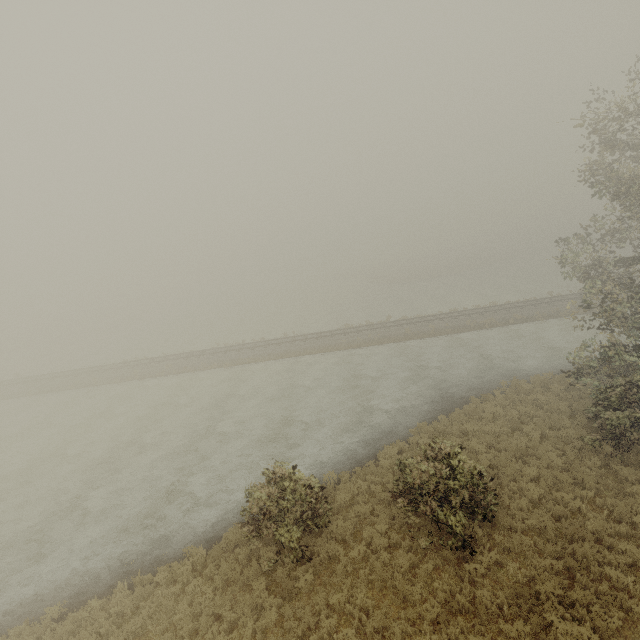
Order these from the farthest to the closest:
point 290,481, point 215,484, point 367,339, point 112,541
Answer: point 367,339 → point 215,484 → point 112,541 → point 290,481
